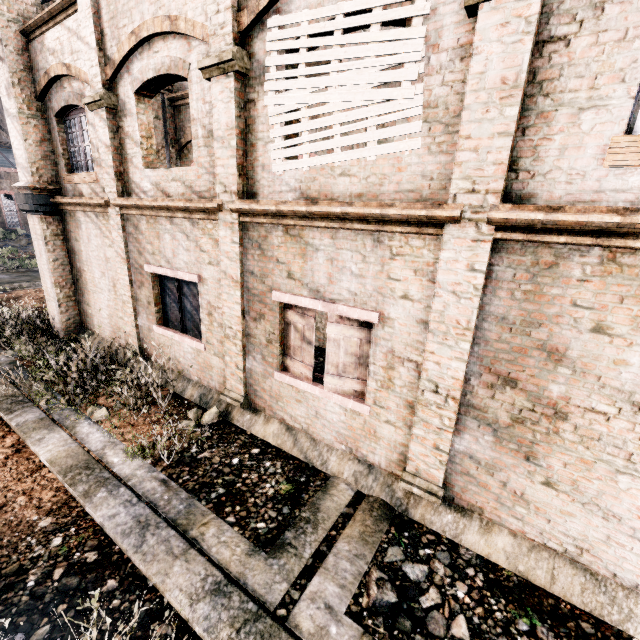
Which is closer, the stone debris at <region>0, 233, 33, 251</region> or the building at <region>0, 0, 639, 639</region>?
the building at <region>0, 0, 639, 639</region>

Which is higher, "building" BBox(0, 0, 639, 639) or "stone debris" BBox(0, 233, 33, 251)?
"building" BBox(0, 0, 639, 639)

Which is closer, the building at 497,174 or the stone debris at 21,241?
the building at 497,174

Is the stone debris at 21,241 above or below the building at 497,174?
below

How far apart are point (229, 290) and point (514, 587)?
6.77m
